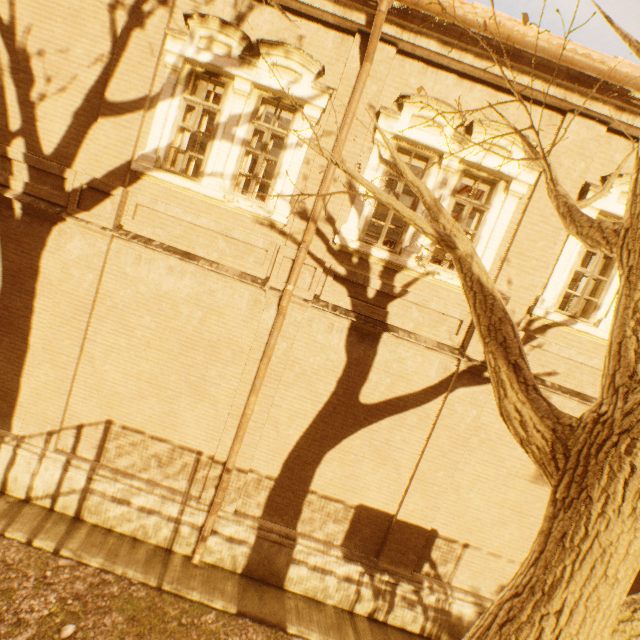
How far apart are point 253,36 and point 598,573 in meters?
8.2

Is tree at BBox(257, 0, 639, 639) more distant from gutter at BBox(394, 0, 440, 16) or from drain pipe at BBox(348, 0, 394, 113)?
gutter at BBox(394, 0, 440, 16)

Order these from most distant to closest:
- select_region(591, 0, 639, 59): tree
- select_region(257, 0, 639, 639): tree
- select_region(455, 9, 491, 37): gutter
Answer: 1. select_region(455, 9, 491, 37): gutter
2. select_region(591, 0, 639, 59): tree
3. select_region(257, 0, 639, 639): tree

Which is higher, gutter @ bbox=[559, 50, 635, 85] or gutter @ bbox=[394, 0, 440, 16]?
gutter @ bbox=[559, 50, 635, 85]

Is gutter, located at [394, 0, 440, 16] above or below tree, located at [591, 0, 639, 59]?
above

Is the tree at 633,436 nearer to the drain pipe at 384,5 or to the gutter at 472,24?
the drain pipe at 384,5
